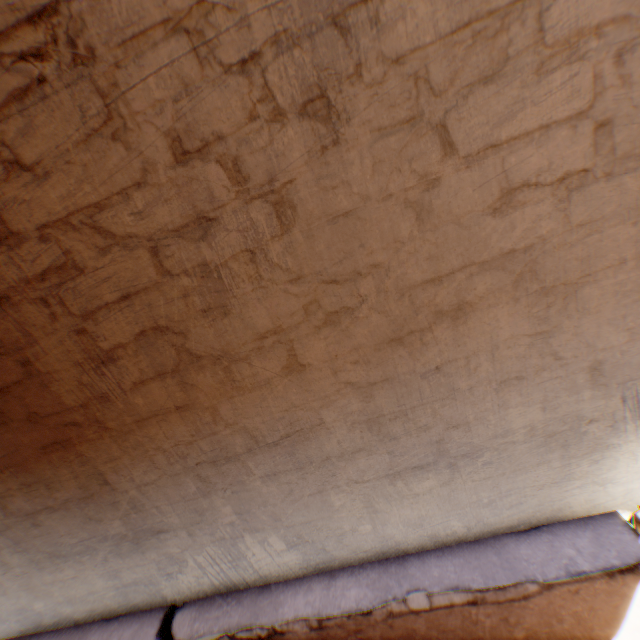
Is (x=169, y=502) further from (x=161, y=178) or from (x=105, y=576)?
(x=161, y=178)
